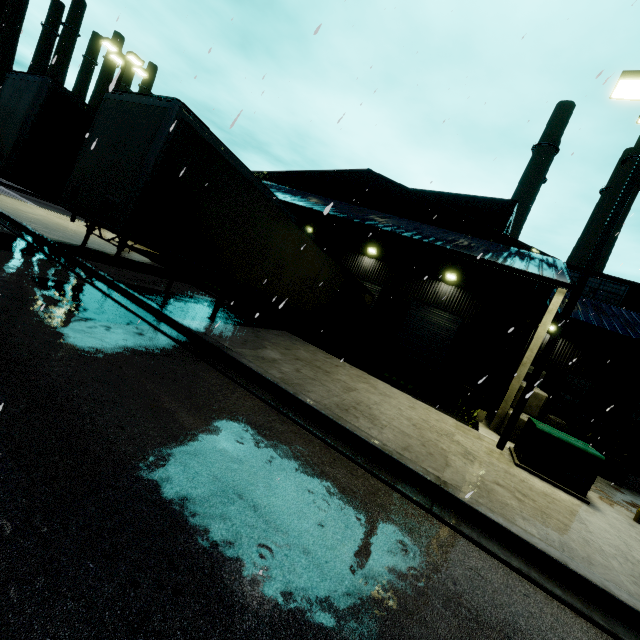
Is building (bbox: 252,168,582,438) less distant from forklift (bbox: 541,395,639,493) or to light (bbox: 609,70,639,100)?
forklift (bbox: 541,395,639,493)

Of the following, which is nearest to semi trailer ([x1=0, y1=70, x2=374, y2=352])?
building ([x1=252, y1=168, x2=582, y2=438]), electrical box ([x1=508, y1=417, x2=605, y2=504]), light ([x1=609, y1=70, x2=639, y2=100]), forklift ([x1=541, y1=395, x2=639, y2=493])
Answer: building ([x1=252, y1=168, x2=582, y2=438])

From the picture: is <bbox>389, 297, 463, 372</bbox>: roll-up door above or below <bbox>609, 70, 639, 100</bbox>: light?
below

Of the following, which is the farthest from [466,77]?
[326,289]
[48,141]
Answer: [48,141]

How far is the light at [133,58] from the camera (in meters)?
17.02

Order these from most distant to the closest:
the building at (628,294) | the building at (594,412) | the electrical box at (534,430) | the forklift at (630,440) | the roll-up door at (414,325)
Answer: the building at (594,412)
the roll-up door at (414,325)
the building at (628,294)
the forklift at (630,440)
the electrical box at (534,430)

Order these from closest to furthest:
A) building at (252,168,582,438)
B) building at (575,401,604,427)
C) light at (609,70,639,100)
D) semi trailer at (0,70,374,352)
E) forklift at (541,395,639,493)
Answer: semi trailer at (0,70,374,352), light at (609,70,639,100), forklift at (541,395,639,493), building at (252,168,582,438), building at (575,401,604,427)

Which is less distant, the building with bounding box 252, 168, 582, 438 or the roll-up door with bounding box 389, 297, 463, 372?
the building with bounding box 252, 168, 582, 438
